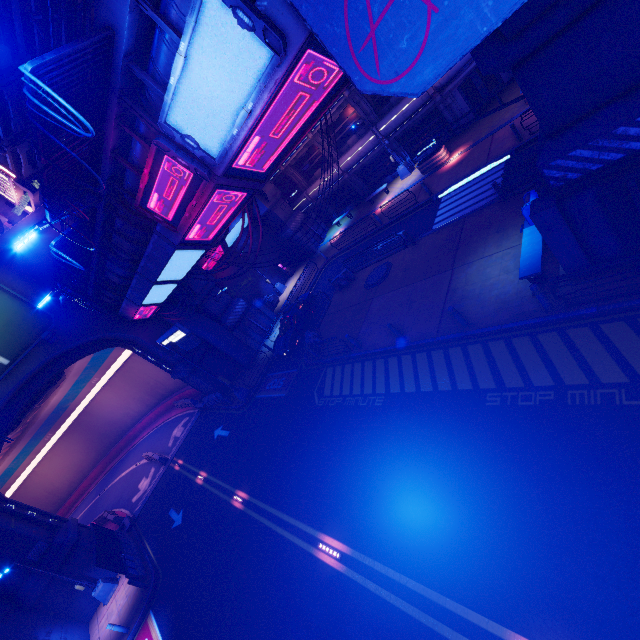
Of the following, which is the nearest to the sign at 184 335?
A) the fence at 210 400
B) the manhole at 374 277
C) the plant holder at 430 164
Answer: the fence at 210 400

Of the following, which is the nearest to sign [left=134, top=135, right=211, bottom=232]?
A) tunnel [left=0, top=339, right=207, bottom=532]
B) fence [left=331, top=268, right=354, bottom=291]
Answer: fence [left=331, top=268, right=354, bottom=291]

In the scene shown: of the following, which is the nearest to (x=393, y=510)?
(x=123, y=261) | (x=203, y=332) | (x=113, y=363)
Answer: (x=123, y=261)

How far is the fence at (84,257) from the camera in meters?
15.0 m

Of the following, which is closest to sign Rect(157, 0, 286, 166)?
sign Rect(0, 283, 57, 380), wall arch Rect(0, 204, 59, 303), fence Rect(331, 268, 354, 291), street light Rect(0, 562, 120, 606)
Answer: fence Rect(331, 268, 354, 291)

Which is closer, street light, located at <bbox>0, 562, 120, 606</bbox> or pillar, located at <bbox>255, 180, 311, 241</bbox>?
street light, located at <bbox>0, 562, 120, 606</bbox>

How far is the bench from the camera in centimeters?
1007cm

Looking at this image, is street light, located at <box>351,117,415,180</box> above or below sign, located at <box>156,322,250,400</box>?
below
